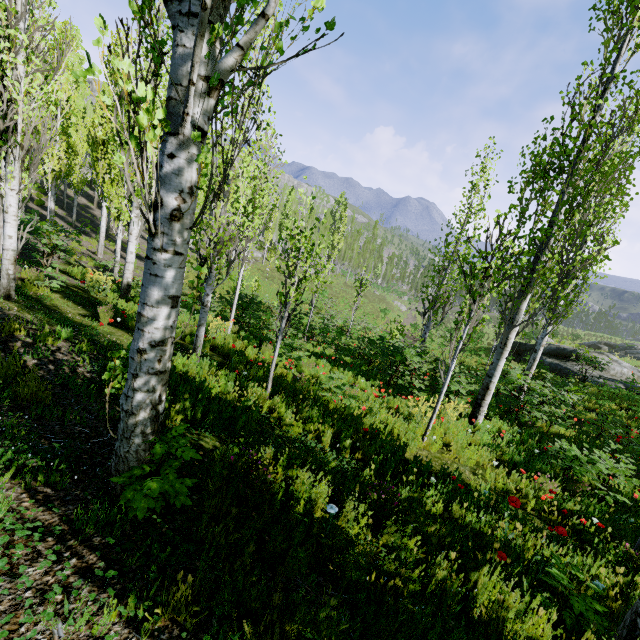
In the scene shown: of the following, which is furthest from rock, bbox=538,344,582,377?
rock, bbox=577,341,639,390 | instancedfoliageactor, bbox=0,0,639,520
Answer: rock, bbox=577,341,639,390

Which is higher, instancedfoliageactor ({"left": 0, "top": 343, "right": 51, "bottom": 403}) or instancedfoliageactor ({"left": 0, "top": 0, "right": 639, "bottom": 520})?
instancedfoliageactor ({"left": 0, "top": 0, "right": 639, "bottom": 520})

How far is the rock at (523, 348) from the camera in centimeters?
2233cm

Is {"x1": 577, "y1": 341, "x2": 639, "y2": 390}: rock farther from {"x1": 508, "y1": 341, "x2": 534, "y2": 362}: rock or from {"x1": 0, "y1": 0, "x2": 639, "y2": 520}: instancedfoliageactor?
{"x1": 508, "y1": 341, "x2": 534, "y2": 362}: rock

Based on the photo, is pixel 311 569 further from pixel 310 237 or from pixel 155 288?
pixel 310 237

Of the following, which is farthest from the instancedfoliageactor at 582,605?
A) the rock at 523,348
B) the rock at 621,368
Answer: the rock at 523,348
